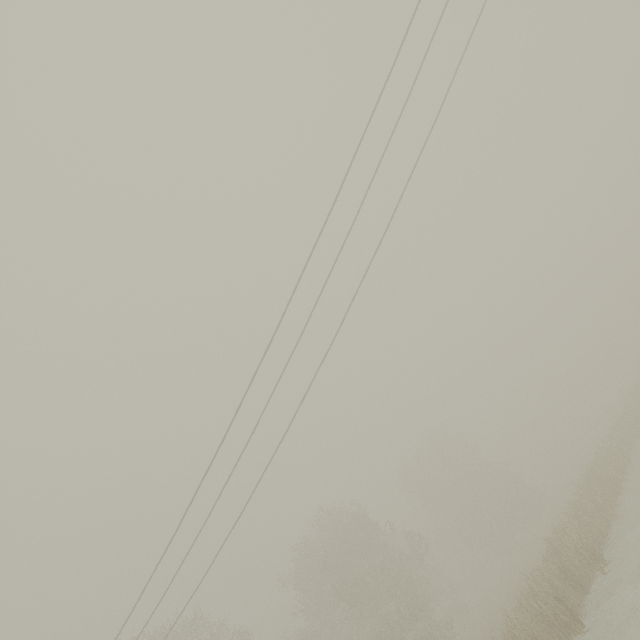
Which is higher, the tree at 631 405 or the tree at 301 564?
the tree at 301 564

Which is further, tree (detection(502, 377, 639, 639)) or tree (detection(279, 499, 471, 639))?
tree (detection(279, 499, 471, 639))

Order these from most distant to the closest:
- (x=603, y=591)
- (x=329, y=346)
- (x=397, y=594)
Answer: (x=397, y=594) → (x=603, y=591) → (x=329, y=346)

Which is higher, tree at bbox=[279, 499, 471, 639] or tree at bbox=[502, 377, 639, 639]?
tree at bbox=[279, 499, 471, 639]

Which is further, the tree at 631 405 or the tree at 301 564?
A: the tree at 301 564
